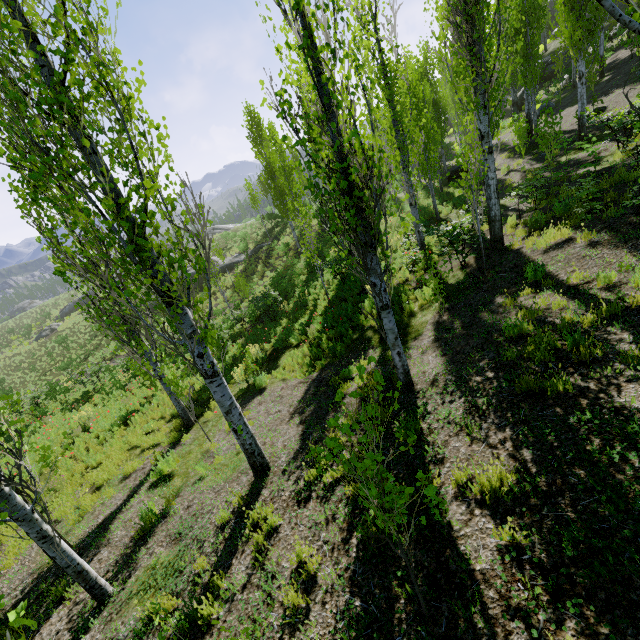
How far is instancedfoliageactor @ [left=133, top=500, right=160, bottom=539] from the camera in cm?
596

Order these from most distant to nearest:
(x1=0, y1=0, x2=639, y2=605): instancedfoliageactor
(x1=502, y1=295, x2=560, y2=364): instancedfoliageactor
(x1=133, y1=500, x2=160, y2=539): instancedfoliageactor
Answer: (x1=133, y1=500, x2=160, y2=539): instancedfoliageactor < (x1=502, y1=295, x2=560, y2=364): instancedfoliageactor < (x1=0, y1=0, x2=639, y2=605): instancedfoliageactor

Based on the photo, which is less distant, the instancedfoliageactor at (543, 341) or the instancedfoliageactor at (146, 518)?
the instancedfoliageactor at (543, 341)

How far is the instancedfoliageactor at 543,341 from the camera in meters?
4.8

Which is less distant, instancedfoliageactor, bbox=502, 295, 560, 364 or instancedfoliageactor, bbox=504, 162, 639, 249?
instancedfoliageactor, bbox=502, 295, 560, 364

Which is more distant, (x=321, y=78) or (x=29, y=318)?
(x=29, y=318)

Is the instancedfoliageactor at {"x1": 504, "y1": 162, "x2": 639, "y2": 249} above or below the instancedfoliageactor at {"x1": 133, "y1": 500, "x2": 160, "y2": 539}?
above
